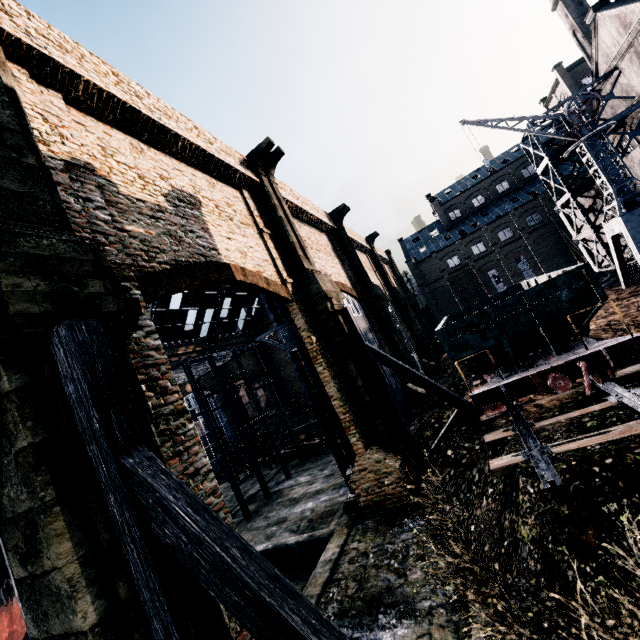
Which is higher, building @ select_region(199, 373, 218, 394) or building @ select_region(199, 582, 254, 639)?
building @ select_region(199, 373, 218, 394)

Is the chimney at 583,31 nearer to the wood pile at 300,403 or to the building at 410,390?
the building at 410,390

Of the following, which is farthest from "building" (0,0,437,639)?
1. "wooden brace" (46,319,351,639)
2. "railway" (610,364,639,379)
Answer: "wooden brace" (46,319,351,639)

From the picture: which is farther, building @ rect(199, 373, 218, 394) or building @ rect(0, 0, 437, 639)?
building @ rect(199, 373, 218, 394)

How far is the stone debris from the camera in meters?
27.3 m

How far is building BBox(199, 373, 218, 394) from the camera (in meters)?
46.22

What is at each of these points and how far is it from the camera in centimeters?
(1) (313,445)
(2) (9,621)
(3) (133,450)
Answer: (1) wood pile, 2925cm
(2) ship, 1035cm
(3) wooden brace, 435cm

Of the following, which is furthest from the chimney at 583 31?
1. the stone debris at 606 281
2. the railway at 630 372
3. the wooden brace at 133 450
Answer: the wooden brace at 133 450
